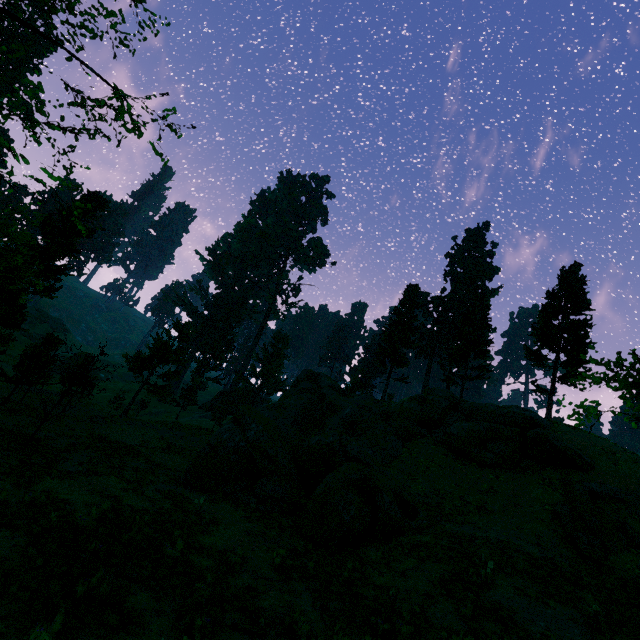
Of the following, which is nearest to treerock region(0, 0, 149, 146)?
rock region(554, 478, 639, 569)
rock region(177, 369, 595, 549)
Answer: rock region(177, 369, 595, 549)

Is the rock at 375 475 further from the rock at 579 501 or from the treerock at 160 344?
the treerock at 160 344

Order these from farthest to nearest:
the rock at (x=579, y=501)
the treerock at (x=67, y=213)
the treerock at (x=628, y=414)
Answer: the treerock at (x=67, y=213), the rock at (x=579, y=501), the treerock at (x=628, y=414)

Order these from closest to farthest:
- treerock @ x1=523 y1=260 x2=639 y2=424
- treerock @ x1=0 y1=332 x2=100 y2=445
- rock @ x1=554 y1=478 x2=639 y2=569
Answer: treerock @ x1=523 y1=260 x2=639 y2=424 < rock @ x1=554 y1=478 x2=639 y2=569 < treerock @ x1=0 y1=332 x2=100 y2=445

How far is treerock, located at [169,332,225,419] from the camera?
43.1m

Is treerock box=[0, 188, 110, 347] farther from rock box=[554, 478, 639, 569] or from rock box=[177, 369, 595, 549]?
rock box=[554, 478, 639, 569]

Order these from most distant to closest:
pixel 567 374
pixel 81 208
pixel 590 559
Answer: pixel 81 208 → pixel 567 374 → pixel 590 559
